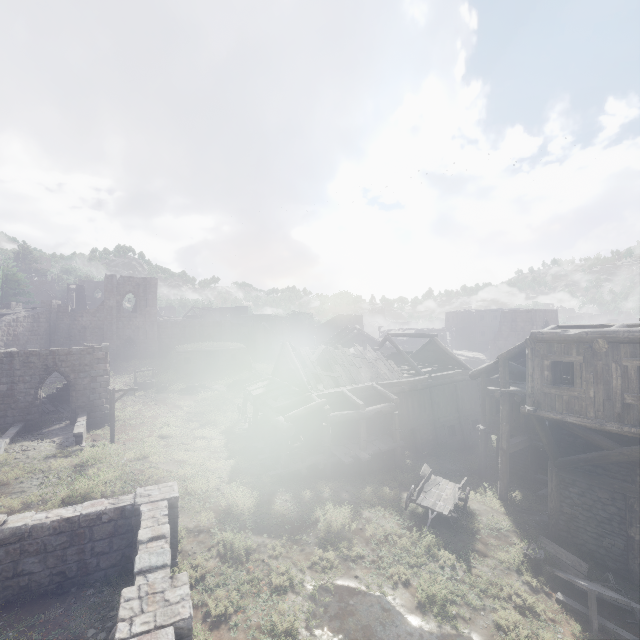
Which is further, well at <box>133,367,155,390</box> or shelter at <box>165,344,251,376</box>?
shelter at <box>165,344,251,376</box>

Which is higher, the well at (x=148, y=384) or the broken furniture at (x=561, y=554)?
the well at (x=148, y=384)

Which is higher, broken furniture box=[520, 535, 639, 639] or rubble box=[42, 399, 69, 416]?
rubble box=[42, 399, 69, 416]

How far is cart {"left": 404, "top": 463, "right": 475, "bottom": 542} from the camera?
13.6 meters

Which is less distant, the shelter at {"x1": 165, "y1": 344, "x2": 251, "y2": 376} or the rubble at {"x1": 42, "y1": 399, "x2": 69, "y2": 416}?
the rubble at {"x1": 42, "y1": 399, "x2": 69, "y2": 416}

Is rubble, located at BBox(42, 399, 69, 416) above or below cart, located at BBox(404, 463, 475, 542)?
above

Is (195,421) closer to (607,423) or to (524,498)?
(524,498)

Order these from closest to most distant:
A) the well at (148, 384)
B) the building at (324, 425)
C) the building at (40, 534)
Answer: the building at (40, 534) < the building at (324, 425) < the well at (148, 384)
